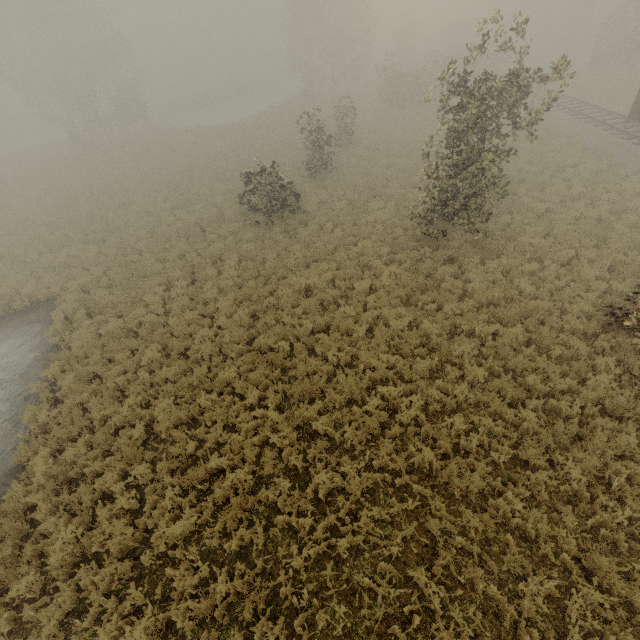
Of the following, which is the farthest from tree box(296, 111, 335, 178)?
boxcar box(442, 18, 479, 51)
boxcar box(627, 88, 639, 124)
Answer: boxcar box(442, 18, 479, 51)

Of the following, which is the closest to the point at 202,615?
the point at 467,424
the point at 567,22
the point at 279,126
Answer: the point at 467,424

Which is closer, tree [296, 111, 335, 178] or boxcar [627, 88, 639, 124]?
boxcar [627, 88, 639, 124]

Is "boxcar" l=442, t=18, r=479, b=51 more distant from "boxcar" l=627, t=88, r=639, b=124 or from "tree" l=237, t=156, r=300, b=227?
"boxcar" l=627, t=88, r=639, b=124

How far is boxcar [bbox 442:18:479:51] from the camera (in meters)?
49.03

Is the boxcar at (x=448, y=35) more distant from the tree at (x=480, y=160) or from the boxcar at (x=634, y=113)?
the boxcar at (x=634, y=113)

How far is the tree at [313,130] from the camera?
18.8 meters
